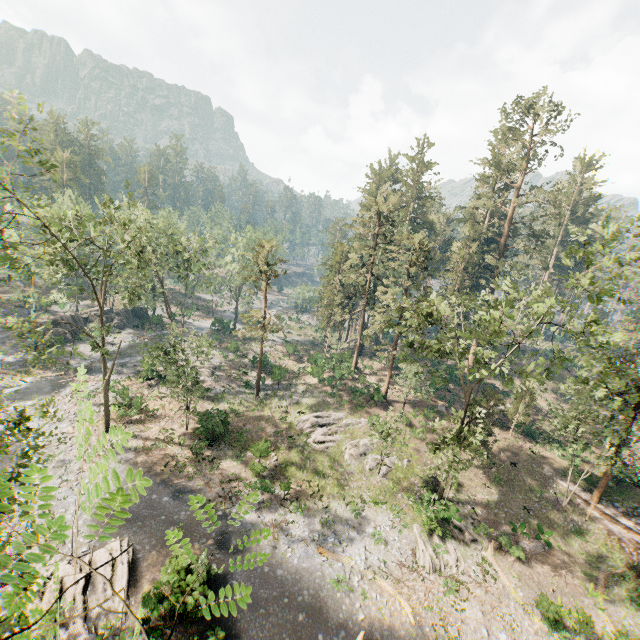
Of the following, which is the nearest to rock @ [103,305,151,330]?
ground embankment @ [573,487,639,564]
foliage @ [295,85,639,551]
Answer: foliage @ [295,85,639,551]

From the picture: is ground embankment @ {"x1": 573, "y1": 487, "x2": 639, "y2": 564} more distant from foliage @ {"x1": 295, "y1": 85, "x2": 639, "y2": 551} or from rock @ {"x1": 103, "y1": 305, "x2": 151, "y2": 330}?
rock @ {"x1": 103, "y1": 305, "x2": 151, "y2": 330}

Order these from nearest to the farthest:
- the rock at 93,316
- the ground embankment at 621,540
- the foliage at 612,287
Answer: the foliage at 612,287
the ground embankment at 621,540
the rock at 93,316

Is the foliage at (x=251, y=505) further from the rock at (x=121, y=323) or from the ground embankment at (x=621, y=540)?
the rock at (x=121, y=323)

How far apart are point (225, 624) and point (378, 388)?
24.55m

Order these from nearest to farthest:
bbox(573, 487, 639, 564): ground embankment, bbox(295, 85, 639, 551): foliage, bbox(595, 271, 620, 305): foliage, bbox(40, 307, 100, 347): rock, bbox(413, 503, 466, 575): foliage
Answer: bbox(595, 271, 620, 305): foliage → bbox(295, 85, 639, 551): foliage → bbox(413, 503, 466, 575): foliage → bbox(573, 487, 639, 564): ground embankment → bbox(40, 307, 100, 347): rock
